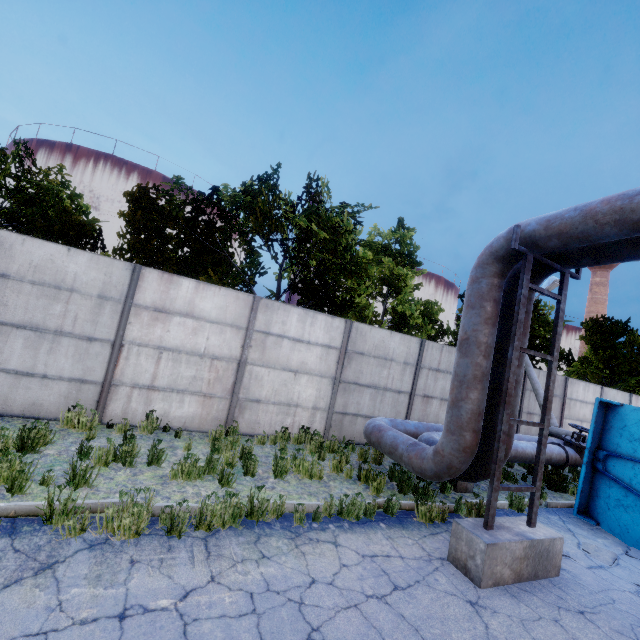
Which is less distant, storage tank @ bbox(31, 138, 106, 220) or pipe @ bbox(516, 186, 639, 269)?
pipe @ bbox(516, 186, 639, 269)

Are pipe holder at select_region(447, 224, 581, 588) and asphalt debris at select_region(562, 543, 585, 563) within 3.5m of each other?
yes

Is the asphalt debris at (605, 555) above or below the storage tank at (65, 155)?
below

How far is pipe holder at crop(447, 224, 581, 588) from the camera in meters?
4.4

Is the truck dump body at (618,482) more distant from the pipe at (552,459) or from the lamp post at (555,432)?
the lamp post at (555,432)

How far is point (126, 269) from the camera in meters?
7.5

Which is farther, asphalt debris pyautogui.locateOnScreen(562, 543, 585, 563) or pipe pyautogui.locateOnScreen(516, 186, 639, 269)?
asphalt debris pyautogui.locateOnScreen(562, 543, 585, 563)

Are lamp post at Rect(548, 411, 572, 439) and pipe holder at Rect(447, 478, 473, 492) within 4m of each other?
no
